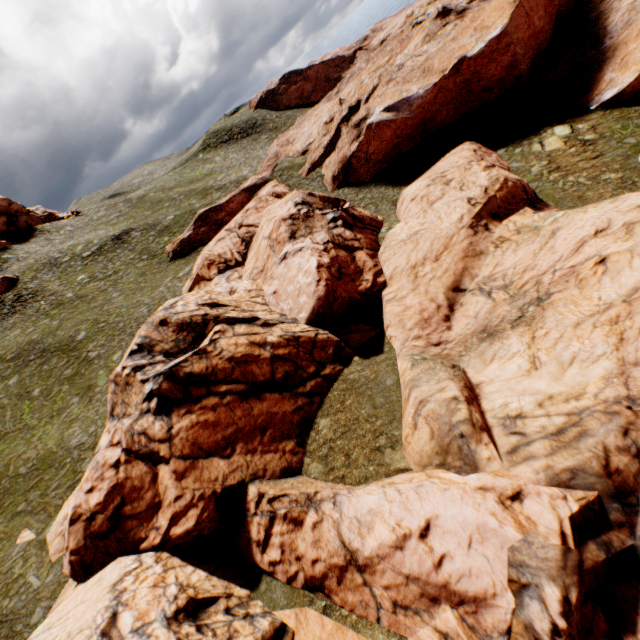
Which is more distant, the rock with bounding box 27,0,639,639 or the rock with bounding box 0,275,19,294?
the rock with bounding box 0,275,19,294

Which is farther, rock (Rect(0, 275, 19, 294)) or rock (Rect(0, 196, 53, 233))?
rock (Rect(0, 196, 53, 233))

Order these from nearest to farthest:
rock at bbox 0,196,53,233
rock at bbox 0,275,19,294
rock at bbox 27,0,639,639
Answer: rock at bbox 27,0,639,639, rock at bbox 0,275,19,294, rock at bbox 0,196,53,233

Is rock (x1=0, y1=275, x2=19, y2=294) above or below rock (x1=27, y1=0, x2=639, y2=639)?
above

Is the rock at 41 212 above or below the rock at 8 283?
above

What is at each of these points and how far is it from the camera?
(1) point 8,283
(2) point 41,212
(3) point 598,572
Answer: (1) rock, 42.9 meters
(2) rock, 59.7 meters
(3) rock, 9.8 meters

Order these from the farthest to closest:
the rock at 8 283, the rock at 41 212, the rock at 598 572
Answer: the rock at 41 212
the rock at 8 283
the rock at 598 572
